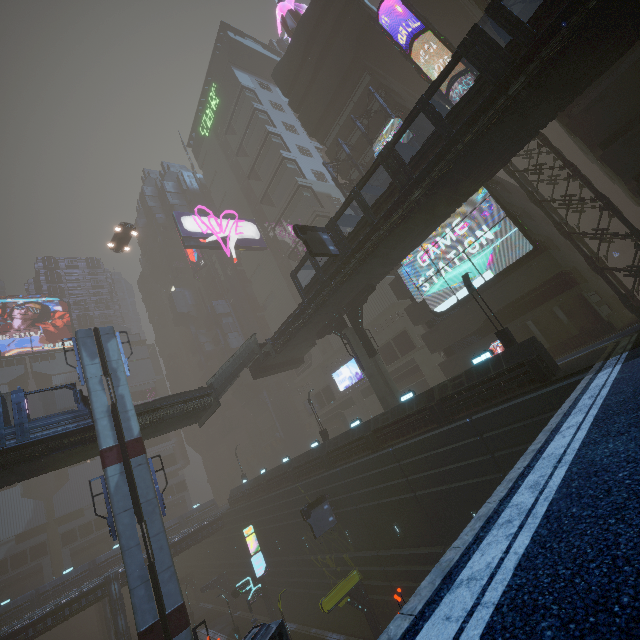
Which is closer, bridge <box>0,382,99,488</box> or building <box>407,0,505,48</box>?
bridge <box>0,382,99,488</box>

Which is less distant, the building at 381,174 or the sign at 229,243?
the building at 381,174

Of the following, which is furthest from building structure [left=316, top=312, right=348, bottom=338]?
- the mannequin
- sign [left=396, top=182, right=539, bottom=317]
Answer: the mannequin

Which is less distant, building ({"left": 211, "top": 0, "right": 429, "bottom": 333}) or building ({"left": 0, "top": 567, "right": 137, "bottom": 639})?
building ({"left": 0, "top": 567, "right": 137, "bottom": 639})

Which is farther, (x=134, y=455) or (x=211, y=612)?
(x=211, y=612)

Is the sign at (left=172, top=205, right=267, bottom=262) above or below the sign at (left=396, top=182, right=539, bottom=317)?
above

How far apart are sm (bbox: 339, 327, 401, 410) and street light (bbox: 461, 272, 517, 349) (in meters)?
9.38

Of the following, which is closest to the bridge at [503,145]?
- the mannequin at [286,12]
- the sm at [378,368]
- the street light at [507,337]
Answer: the sm at [378,368]
